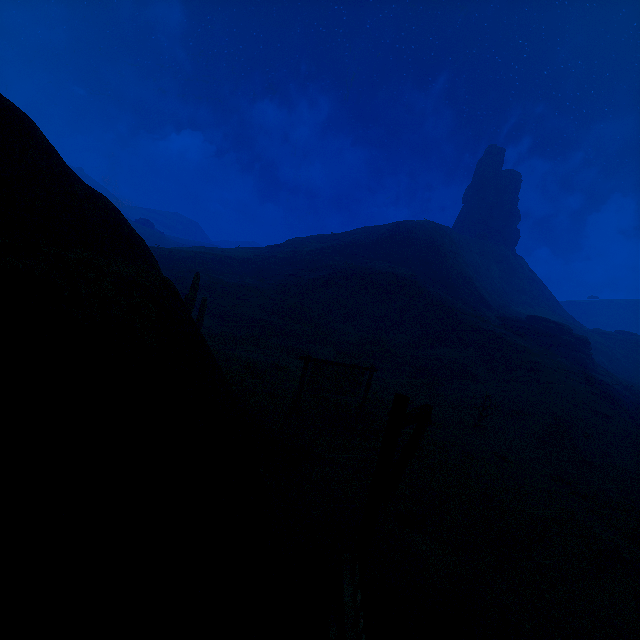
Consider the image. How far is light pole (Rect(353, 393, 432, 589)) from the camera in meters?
4.1 m

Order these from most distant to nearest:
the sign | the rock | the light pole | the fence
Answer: the rock < the sign < the light pole < the fence

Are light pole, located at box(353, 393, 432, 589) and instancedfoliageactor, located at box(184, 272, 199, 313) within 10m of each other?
no

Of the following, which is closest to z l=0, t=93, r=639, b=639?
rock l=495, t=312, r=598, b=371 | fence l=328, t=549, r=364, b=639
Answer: fence l=328, t=549, r=364, b=639

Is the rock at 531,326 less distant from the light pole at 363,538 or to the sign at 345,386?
the sign at 345,386

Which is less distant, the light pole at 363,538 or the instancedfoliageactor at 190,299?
the light pole at 363,538

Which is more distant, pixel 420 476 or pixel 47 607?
pixel 420 476

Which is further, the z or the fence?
the fence
